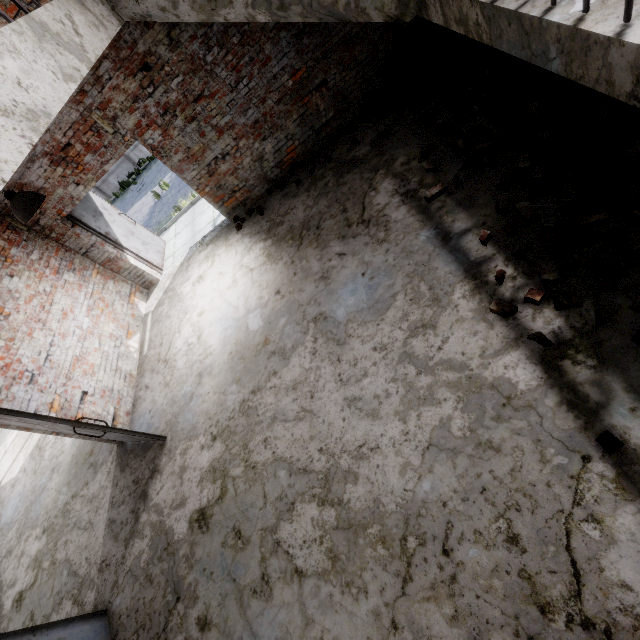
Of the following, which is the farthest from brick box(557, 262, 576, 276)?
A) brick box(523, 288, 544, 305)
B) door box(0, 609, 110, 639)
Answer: door box(0, 609, 110, 639)

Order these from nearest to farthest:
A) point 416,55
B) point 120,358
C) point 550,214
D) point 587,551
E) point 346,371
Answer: point 587,551
point 550,214
point 346,371
point 416,55
point 120,358

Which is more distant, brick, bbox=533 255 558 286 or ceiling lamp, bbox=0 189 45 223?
ceiling lamp, bbox=0 189 45 223

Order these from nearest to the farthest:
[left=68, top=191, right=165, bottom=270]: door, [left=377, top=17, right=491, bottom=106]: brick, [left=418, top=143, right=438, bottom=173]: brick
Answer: [left=418, top=143, right=438, bottom=173]: brick, [left=377, top=17, right=491, bottom=106]: brick, [left=68, top=191, right=165, bottom=270]: door

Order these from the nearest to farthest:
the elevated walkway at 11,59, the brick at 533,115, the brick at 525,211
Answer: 1. the elevated walkway at 11,59
2. the brick at 525,211
3. the brick at 533,115

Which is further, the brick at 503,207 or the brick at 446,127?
the brick at 446,127

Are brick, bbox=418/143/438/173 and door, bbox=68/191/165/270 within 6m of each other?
no

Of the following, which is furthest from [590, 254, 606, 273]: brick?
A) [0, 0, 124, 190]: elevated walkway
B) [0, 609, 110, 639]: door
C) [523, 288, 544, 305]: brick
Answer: [0, 609, 110, 639]: door
